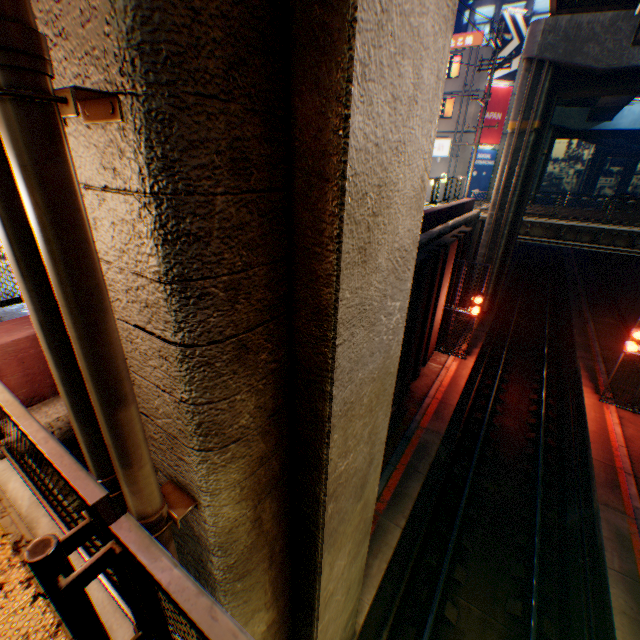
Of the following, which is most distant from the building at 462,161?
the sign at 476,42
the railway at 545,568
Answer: the railway at 545,568

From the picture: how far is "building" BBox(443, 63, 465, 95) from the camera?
27.06m

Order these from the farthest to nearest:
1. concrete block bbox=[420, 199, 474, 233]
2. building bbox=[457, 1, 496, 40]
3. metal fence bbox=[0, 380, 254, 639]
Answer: building bbox=[457, 1, 496, 40] → concrete block bbox=[420, 199, 474, 233] → metal fence bbox=[0, 380, 254, 639]

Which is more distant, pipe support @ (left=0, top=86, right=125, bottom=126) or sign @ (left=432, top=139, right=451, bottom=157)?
sign @ (left=432, top=139, right=451, bottom=157)

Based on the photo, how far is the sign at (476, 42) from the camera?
25.66m

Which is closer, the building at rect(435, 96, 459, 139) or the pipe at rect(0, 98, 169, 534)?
the pipe at rect(0, 98, 169, 534)

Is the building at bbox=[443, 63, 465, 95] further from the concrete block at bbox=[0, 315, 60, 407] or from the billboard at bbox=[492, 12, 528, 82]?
the concrete block at bbox=[0, 315, 60, 407]

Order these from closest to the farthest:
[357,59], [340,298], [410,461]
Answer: [357,59], [340,298], [410,461]
